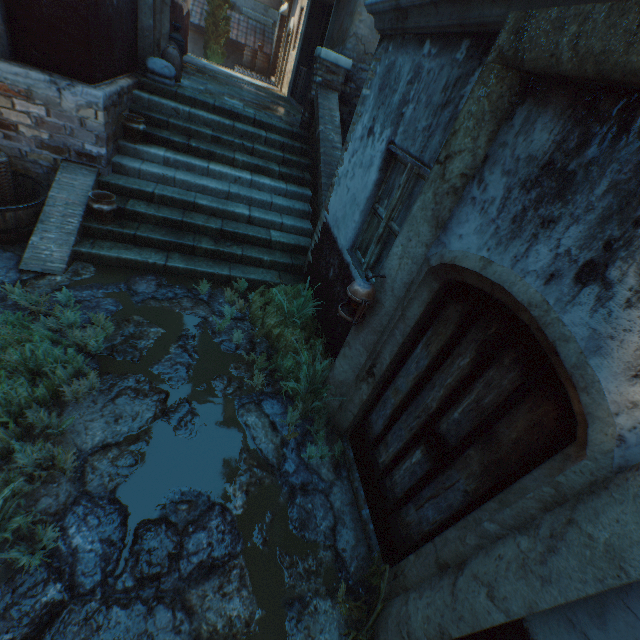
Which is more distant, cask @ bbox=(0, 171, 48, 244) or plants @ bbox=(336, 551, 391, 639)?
cask @ bbox=(0, 171, 48, 244)

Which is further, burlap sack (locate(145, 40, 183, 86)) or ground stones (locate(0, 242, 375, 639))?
burlap sack (locate(145, 40, 183, 86))

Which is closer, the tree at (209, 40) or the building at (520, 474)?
the building at (520, 474)

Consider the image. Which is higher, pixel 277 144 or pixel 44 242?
pixel 277 144

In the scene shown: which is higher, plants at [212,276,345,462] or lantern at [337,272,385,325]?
lantern at [337,272,385,325]

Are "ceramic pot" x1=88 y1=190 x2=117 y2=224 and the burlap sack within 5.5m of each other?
yes

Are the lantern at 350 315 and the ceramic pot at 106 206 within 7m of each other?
yes

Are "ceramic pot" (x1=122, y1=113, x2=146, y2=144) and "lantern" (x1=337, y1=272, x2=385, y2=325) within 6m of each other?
yes
